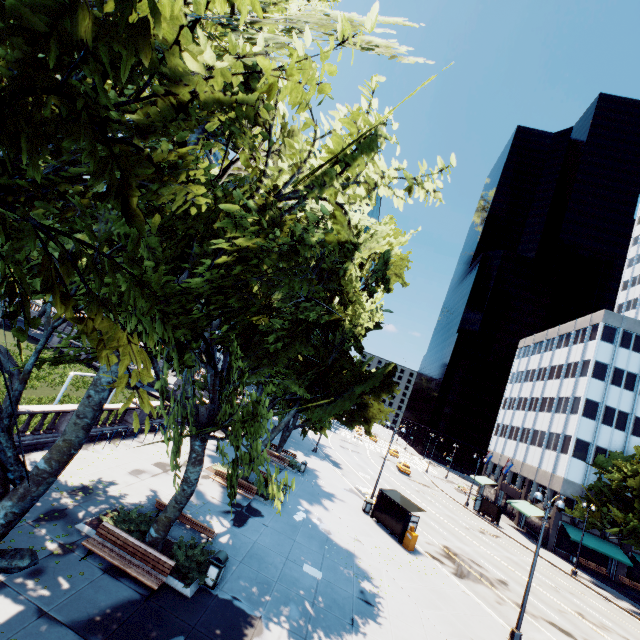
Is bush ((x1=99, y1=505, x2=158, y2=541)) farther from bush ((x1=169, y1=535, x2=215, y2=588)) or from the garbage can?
the garbage can

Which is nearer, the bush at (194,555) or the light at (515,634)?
the bush at (194,555)

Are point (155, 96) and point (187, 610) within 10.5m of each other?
no

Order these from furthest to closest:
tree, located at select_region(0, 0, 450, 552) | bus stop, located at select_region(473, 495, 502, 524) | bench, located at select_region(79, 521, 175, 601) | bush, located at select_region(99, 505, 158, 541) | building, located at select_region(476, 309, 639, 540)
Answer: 1. bus stop, located at select_region(473, 495, 502, 524)
2. building, located at select_region(476, 309, 639, 540)
3. bush, located at select_region(99, 505, 158, 541)
4. bench, located at select_region(79, 521, 175, 601)
5. tree, located at select_region(0, 0, 450, 552)

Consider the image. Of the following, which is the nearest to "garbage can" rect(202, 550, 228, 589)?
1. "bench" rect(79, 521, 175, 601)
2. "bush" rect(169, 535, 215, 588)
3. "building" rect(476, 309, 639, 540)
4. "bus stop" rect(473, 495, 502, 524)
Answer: "bush" rect(169, 535, 215, 588)

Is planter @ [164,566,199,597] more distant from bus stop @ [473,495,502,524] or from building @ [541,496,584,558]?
building @ [541,496,584,558]

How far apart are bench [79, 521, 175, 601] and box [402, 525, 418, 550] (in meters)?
17.21

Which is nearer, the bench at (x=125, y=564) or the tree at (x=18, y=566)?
the tree at (x=18, y=566)
